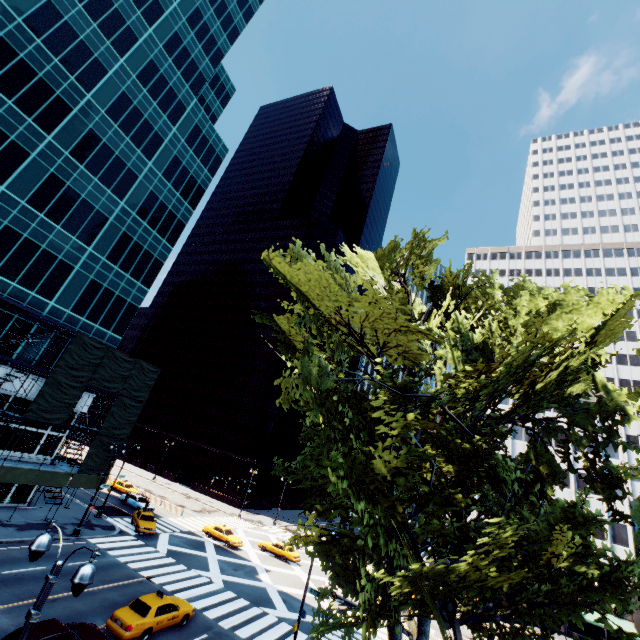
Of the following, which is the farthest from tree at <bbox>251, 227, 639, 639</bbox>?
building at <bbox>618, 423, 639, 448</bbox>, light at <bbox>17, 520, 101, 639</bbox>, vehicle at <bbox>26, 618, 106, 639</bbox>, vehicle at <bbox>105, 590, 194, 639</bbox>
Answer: vehicle at <bbox>26, 618, 106, 639</bbox>

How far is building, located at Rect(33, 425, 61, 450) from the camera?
30.81m

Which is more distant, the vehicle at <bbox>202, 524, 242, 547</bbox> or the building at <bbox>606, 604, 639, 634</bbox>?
the building at <bbox>606, 604, 639, 634</bbox>

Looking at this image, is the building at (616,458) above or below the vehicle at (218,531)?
above

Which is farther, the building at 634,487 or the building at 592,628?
the building at 634,487

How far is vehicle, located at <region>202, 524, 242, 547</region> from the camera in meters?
36.4

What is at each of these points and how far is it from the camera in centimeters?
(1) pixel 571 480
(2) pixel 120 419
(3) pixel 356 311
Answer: (1) building, 4756cm
(2) scaffolding, 3378cm
(3) tree, 1588cm

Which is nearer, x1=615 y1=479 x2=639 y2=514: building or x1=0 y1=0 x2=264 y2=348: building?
x1=0 y1=0 x2=264 y2=348: building
